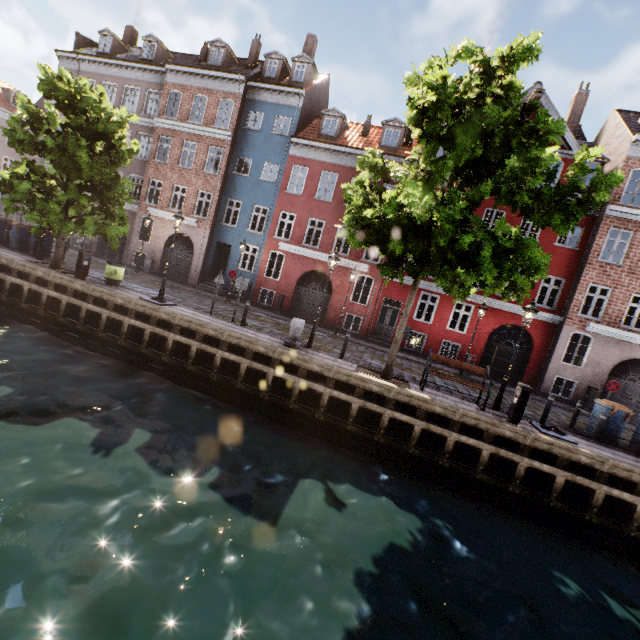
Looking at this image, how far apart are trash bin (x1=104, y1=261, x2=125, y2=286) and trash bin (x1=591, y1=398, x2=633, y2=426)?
19.5 meters

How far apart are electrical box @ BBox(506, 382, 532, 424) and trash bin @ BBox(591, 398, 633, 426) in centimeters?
367cm

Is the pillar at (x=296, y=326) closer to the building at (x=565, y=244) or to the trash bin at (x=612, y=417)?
the building at (x=565, y=244)

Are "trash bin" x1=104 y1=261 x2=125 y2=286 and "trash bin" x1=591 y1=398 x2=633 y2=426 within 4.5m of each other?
no

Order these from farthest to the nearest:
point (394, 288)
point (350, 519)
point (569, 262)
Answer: point (394, 288), point (569, 262), point (350, 519)

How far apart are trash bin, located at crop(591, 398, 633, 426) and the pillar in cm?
1079

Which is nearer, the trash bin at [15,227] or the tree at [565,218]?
the tree at [565,218]

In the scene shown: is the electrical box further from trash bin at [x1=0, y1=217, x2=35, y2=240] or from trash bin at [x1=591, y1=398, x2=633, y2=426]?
trash bin at [x1=0, y1=217, x2=35, y2=240]
